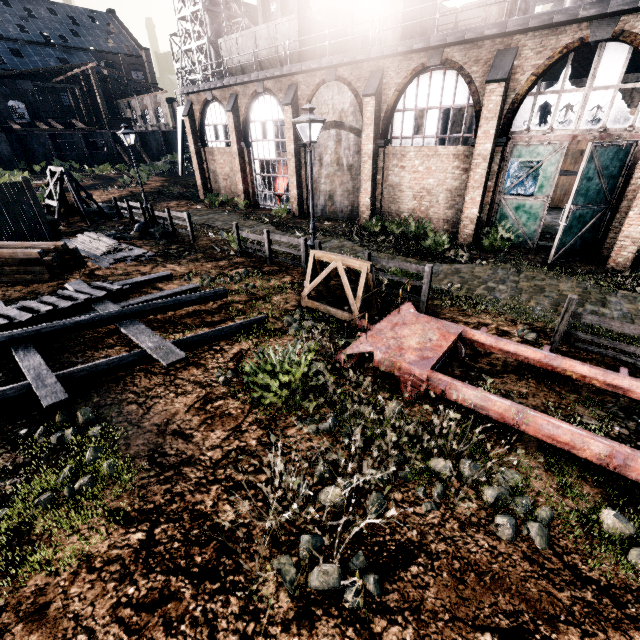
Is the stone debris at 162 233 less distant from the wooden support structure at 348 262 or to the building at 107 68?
the wooden support structure at 348 262

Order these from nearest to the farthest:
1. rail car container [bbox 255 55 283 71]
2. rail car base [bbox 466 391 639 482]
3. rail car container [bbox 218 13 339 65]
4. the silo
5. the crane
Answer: rail car base [bbox 466 391 639 482] < rail car container [bbox 218 13 339 65] < rail car container [bbox 255 55 283 71] < the crane < the silo

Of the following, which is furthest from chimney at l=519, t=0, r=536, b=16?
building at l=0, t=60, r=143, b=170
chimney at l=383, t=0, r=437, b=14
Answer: building at l=0, t=60, r=143, b=170

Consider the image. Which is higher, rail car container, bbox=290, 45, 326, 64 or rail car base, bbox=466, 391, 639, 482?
rail car container, bbox=290, 45, 326, 64

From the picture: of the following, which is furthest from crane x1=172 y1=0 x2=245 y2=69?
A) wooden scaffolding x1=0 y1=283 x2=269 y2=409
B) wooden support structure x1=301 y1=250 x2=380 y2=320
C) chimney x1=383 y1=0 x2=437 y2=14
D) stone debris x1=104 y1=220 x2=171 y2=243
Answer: wooden support structure x1=301 y1=250 x2=380 y2=320

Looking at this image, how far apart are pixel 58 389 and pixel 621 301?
15.9 meters

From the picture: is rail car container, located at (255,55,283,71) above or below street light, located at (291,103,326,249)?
above

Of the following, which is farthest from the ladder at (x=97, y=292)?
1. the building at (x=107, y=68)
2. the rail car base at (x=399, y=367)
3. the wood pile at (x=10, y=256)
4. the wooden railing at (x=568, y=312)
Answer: the building at (x=107, y=68)
